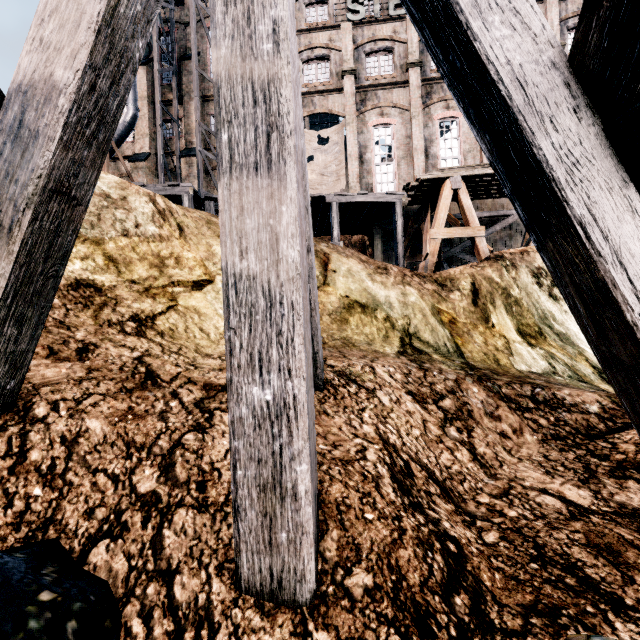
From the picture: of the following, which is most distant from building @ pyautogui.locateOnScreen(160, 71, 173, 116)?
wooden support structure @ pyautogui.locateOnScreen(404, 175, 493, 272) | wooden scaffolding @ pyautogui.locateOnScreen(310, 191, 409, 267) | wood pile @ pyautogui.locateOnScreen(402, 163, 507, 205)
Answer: wood pile @ pyautogui.locateOnScreen(402, 163, 507, 205)

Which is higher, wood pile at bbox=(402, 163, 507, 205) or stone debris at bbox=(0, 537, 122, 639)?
wood pile at bbox=(402, 163, 507, 205)

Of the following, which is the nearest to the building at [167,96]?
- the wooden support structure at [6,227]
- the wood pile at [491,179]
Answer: the wood pile at [491,179]

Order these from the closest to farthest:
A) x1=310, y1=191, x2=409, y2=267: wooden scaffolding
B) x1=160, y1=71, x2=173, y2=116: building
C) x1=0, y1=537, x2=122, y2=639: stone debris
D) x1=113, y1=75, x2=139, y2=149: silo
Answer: x1=0, y1=537, x2=122, y2=639: stone debris → x1=310, y1=191, x2=409, y2=267: wooden scaffolding → x1=113, y1=75, x2=139, y2=149: silo → x1=160, y1=71, x2=173, y2=116: building

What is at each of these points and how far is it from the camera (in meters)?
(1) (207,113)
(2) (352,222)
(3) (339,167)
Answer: (1) building, 28.39
(2) wooden scaffolding, 18.00
(3) cloth, 22.78

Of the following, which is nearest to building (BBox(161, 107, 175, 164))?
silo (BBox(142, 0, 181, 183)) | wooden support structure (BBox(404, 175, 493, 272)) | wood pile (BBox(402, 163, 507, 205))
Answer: silo (BBox(142, 0, 181, 183))

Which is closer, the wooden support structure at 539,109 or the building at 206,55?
the wooden support structure at 539,109

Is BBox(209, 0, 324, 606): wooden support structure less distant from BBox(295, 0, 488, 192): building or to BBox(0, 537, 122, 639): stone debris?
BBox(0, 537, 122, 639): stone debris
